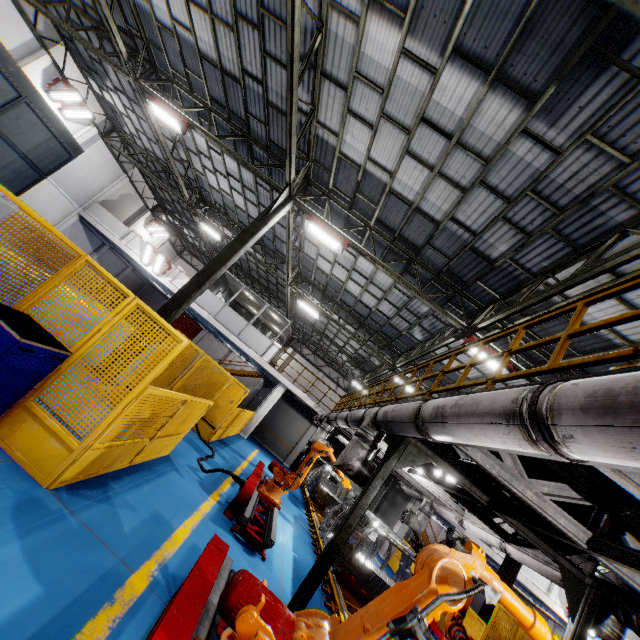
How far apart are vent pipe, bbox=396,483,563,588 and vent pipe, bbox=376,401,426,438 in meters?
3.7

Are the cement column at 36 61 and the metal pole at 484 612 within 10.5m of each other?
no

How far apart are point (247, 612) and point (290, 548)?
6.90m

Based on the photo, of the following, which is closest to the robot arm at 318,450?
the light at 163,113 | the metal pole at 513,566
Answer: the metal pole at 513,566

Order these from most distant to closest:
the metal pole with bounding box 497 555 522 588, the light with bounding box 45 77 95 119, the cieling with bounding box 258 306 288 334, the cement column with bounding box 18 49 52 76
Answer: the cieling with bounding box 258 306 288 334 → the light with bounding box 45 77 95 119 → the cement column with bounding box 18 49 52 76 → the metal pole with bounding box 497 555 522 588

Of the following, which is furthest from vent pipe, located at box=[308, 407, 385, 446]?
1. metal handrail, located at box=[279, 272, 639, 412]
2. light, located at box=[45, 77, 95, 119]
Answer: light, located at box=[45, 77, 95, 119]

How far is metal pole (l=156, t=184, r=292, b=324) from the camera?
9.6 meters

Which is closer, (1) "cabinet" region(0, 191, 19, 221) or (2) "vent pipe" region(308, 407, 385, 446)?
(1) "cabinet" region(0, 191, 19, 221)
